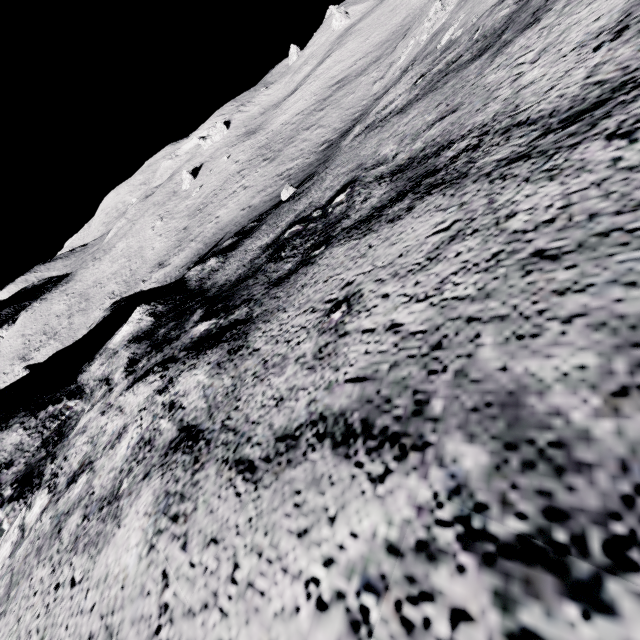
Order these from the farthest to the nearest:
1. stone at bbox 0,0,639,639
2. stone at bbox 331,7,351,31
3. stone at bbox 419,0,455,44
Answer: stone at bbox 331,7,351,31
stone at bbox 419,0,455,44
stone at bbox 0,0,639,639

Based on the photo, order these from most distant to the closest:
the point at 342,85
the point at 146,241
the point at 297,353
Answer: the point at 146,241 → the point at 342,85 → the point at 297,353

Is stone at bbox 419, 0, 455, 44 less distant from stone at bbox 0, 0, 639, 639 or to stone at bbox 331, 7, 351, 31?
stone at bbox 0, 0, 639, 639

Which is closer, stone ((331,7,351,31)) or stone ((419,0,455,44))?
stone ((419,0,455,44))

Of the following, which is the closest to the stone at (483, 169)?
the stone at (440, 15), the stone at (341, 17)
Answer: the stone at (440, 15)

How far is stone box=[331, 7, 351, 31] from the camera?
57.49m

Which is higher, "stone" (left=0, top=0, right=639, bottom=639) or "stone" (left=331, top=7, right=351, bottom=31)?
"stone" (left=331, top=7, right=351, bottom=31)

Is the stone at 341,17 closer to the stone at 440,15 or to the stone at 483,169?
the stone at 440,15
